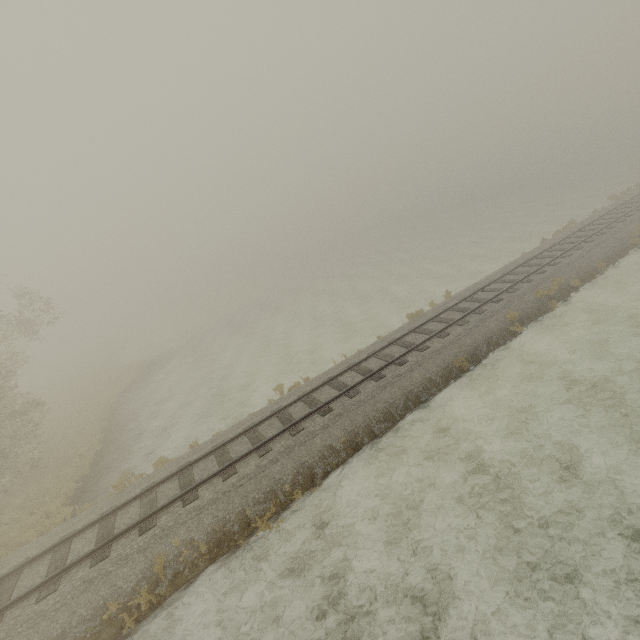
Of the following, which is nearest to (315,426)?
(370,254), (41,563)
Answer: (41,563)
